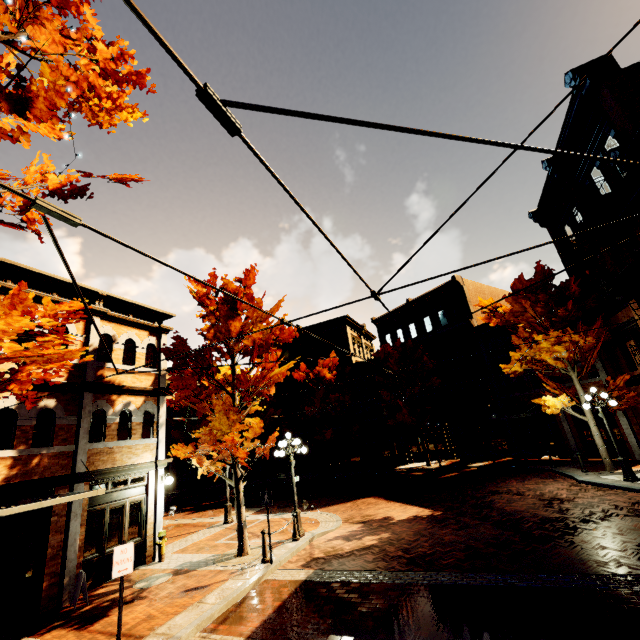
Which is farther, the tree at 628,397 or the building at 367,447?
the building at 367,447

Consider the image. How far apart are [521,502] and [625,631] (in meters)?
8.48

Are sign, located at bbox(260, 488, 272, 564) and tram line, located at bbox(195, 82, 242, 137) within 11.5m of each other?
yes

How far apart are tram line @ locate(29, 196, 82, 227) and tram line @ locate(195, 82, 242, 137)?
1.30m

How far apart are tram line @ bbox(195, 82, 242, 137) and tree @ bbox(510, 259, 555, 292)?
19.4 meters

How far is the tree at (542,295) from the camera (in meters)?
15.95

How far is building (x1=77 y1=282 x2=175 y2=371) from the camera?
12.1m

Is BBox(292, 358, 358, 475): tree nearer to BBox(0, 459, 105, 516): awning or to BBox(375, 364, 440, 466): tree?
BBox(375, 364, 440, 466): tree
